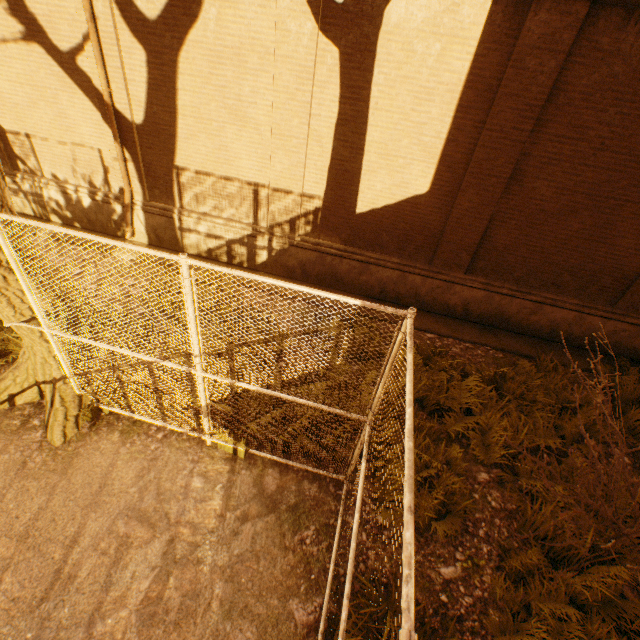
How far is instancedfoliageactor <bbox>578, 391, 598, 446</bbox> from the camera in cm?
548

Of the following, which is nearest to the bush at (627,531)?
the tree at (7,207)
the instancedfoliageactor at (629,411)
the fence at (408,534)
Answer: the instancedfoliageactor at (629,411)

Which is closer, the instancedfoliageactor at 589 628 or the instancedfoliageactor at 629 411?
the instancedfoliageactor at 589 628

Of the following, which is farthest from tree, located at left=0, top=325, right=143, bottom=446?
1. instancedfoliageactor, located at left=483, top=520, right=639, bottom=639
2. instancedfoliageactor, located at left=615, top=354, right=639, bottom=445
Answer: instancedfoliageactor, located at left=615, top=354, right=639, bottom=445

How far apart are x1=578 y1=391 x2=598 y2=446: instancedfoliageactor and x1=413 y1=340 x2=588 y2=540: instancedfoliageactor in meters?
0.9

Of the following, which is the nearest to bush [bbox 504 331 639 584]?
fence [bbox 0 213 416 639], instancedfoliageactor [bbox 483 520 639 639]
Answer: instancedfoliageactor [bbox 483 520 639 639]

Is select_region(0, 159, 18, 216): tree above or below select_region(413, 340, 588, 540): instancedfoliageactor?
above

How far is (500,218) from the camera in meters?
6.6
